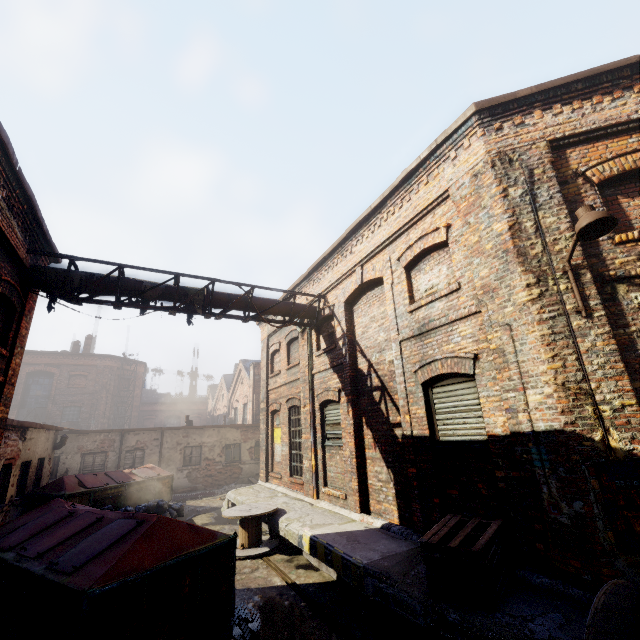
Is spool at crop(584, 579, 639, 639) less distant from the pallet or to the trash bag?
the pallet

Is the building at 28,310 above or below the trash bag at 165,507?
above

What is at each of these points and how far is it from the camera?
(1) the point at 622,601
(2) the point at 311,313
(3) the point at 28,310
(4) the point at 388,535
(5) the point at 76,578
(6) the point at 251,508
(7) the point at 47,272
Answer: (1) spool, 2.8m
(2) pipe, 11.0m
(3) building, 8.0m
(4) building, 6.5m
(5) trash container, 3.9m
(6) spool, 9.2m
(7) pipe, 7.8m

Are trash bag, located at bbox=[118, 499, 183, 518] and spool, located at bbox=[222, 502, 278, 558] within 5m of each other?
yes

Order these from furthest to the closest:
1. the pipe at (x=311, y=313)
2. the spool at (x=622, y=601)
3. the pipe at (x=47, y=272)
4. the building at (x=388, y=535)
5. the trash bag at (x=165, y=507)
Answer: the trash bag at (x=165, y=507), the pipe at (x=311, y=313), the pipe at (x=47, y=272), the building at (x=388, y=535), the spool at (x=622, y=601)

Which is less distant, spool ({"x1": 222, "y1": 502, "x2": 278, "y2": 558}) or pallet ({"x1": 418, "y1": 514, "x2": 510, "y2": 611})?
pallet ({"x1": 418, "y1": 514, "x2": 510, "y2": 611})

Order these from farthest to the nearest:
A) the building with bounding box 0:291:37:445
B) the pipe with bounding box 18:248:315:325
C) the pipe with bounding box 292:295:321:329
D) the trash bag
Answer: the trash bag < the pipe with bounding box 292:295:321:329 < the pipe with bounding box 18:248:315:325 < the building with bounding box 0:291:37:445

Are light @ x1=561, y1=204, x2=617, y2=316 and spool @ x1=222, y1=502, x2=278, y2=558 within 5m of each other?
no
